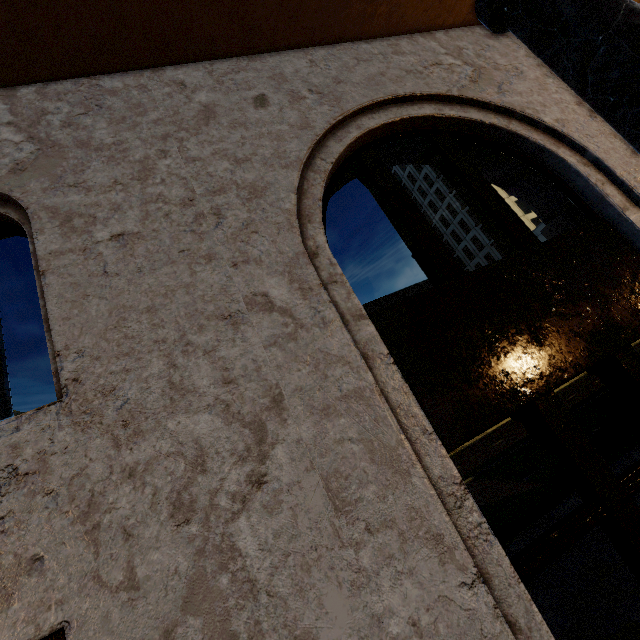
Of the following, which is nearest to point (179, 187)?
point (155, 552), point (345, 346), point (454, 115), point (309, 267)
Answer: point (309, 267)
